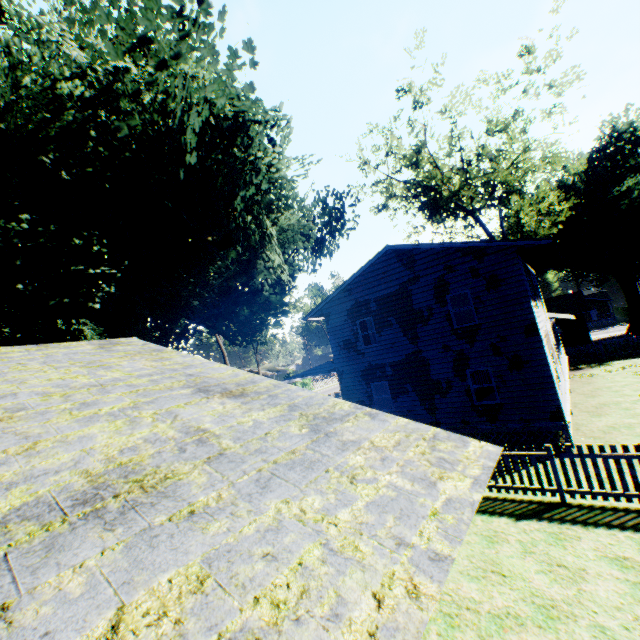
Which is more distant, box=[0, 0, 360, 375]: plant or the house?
box=[0, 0, 360, 375]: plant

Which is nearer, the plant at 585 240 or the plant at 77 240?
the plant at 77 240

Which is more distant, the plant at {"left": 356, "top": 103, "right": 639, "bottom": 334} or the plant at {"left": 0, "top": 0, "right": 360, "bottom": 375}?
the plant at {"left": 356, "top": 103, "right": 639, "bottom": 334}

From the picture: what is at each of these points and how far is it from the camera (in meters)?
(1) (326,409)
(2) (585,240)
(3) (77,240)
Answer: (1) house, 3.32
(2) plant, 38.94
(3) plant, 10.91

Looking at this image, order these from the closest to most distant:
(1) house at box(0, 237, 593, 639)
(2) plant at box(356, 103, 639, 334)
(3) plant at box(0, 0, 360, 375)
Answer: (1) house at box(0, 237, 593, 639)
(3) plant at box(0, 0, 360, 375)
(2) plant at box(356, 103, 639, 334)

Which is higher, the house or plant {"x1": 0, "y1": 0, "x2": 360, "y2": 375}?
plant {"x1": 0, "y1": 0, "x2": 360, "y2": 375}

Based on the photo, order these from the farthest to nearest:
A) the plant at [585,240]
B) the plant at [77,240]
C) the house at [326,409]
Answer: the plant at [585,240]
the plant at [77,240]
the house at [326,409]
